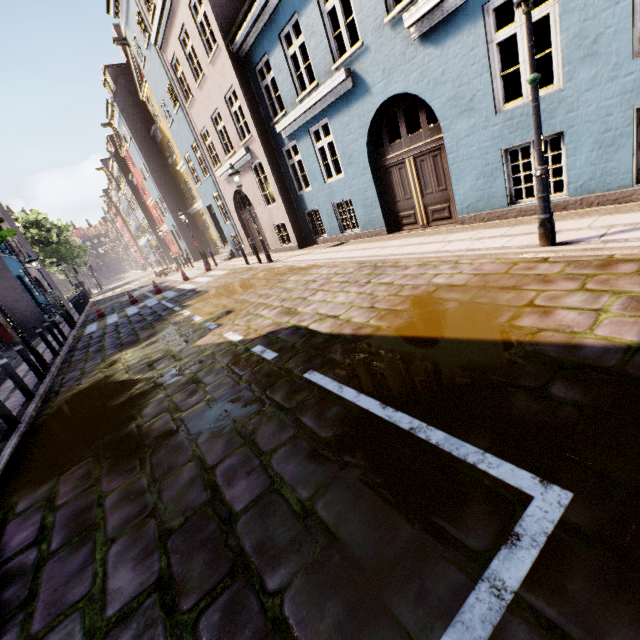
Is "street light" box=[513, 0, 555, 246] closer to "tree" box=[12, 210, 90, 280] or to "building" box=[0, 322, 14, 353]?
"building" box=[0, 322, 14, 353]

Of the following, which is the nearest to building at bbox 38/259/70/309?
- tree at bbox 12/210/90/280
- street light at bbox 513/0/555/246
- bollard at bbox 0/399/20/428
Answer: tree at bbox 12/210/90/280

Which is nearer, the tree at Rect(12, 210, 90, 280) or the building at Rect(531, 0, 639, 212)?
the building at Rect(531, 0, 639, 212)

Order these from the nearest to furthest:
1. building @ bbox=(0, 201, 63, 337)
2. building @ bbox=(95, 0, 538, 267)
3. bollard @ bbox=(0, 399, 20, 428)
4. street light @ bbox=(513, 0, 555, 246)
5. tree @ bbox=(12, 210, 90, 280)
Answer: street light @ bbox=(513, 0, 555, 246) → bollard @ bbox=(0, 399, 20, 428) → building @ bbox=(95, 0, 538, 267) → building @ bbox=(0, 201, 63, 337) → tree @ bbox=(12, 210, 90, 280)

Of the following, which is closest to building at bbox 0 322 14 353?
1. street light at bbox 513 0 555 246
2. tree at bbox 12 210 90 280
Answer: tree at bbox 12 210 90 280

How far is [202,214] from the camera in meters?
27.4 m

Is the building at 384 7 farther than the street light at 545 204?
Yes

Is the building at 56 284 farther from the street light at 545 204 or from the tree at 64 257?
the street light at 545 204
